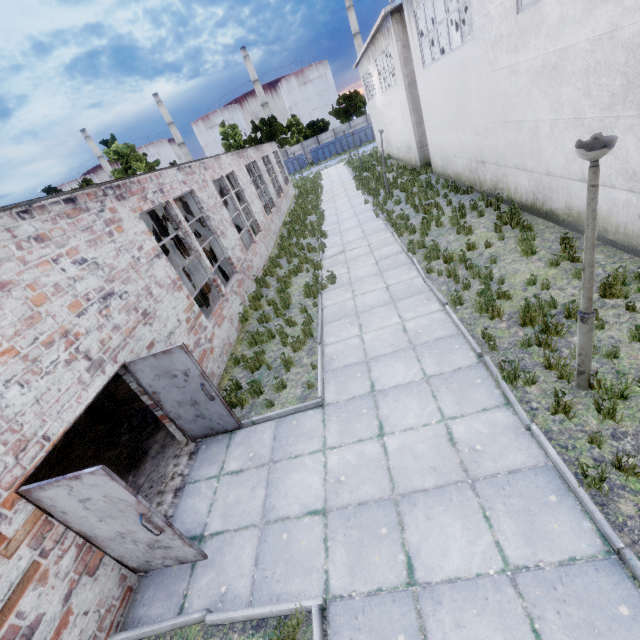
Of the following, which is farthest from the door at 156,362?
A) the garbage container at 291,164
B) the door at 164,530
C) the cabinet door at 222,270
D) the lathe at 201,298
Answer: the garbage container at 291,164

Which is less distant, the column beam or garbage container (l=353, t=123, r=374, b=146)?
the column beam

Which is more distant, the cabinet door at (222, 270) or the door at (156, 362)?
the cabinet door at (222, 270)

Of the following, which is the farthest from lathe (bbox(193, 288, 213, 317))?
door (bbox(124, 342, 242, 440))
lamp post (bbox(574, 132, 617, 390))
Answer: lamp post (bbox(574, 132, 617, 390))

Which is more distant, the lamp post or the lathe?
the lathe

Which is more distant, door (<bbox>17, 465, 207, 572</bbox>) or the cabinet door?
the cabinet door

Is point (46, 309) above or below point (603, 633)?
above

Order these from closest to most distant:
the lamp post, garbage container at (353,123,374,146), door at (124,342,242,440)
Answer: the lamp post → door at (124,342,242,440) → garbage container at (353,123,374,146)
